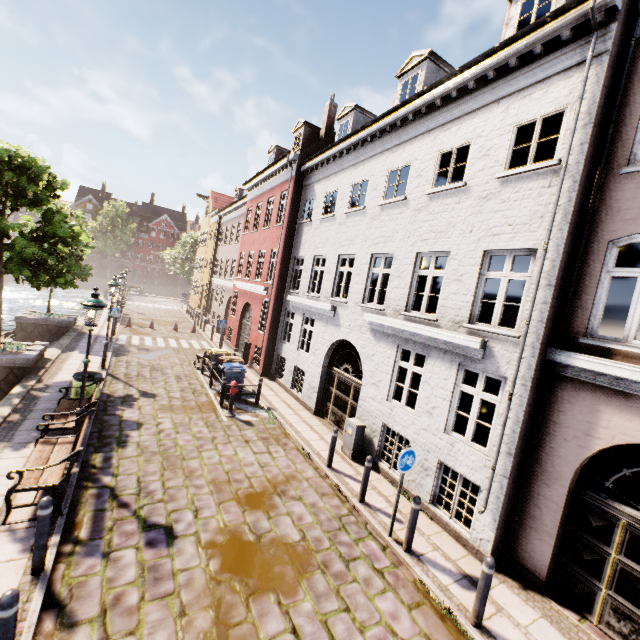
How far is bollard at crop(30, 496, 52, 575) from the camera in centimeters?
448cm

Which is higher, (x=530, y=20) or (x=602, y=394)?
(x=530, y=20)

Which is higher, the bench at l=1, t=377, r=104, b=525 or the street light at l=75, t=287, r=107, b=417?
the street light at l=75, t=287, r=107, b=417

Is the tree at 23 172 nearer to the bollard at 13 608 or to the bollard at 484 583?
the bollard at 13 608

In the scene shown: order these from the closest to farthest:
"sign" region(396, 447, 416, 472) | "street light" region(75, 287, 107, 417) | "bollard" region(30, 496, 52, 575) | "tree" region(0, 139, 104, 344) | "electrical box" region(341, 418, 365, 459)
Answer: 1. "bollard" region(30, 496, 52, 575)
2. "sign" region(396, 447, 416, 472)
3. "street light" region(75, 287, 107, 417)
4. "electrical box" region(341, 418, 365, 459)
5. "tree" region(0, 139, 104, 344)

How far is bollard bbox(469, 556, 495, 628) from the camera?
4.9 meters

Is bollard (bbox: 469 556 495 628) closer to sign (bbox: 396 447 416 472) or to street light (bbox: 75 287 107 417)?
sign (bbox: 396 447 416 472)

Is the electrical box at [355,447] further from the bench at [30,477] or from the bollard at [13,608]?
the bollard at [13,608]
